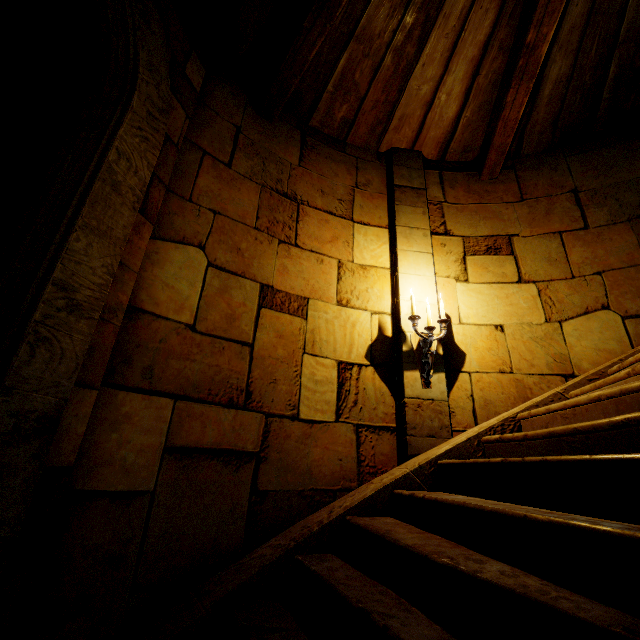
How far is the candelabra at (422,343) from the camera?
3.4 meters

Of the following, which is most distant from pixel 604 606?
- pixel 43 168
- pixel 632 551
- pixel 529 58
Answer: pixel 529 58

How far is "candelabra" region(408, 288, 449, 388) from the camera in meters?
3.4 m
